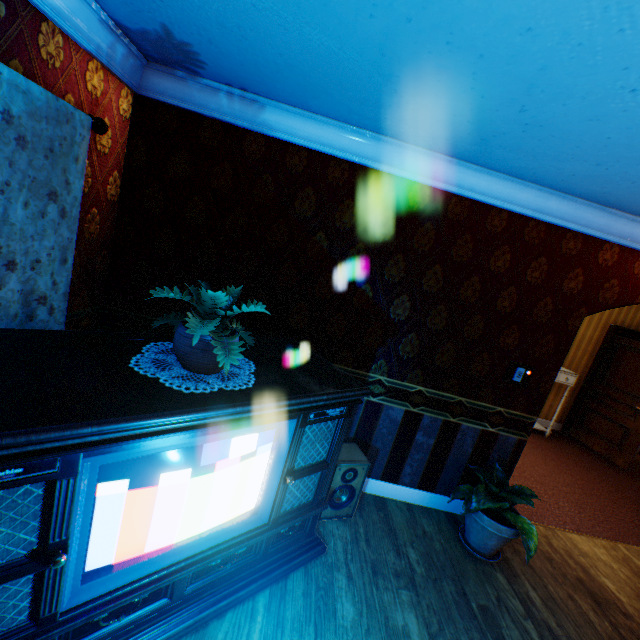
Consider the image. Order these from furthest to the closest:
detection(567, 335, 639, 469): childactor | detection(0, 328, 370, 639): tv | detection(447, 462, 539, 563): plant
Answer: detection(567, 335, 639, 469): childactor, detection(447, 462, 539, 563): plant, detection(0, 328, 370, 639): tv

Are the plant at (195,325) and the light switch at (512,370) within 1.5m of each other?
no

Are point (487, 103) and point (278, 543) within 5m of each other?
yes

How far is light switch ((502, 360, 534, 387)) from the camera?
3.1m

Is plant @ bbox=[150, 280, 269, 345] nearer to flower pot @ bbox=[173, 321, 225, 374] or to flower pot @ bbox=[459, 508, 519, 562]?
flower pot @ bbox=[173, 321, 225, 374]

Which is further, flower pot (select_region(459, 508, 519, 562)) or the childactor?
the childactor

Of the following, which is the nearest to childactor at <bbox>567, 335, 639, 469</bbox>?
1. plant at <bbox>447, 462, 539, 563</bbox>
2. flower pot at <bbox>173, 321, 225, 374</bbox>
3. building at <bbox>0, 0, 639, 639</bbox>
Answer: building at <bbox>0, 0, 639, 639</bbox>

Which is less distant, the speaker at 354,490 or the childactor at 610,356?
the speaker at 354,490
